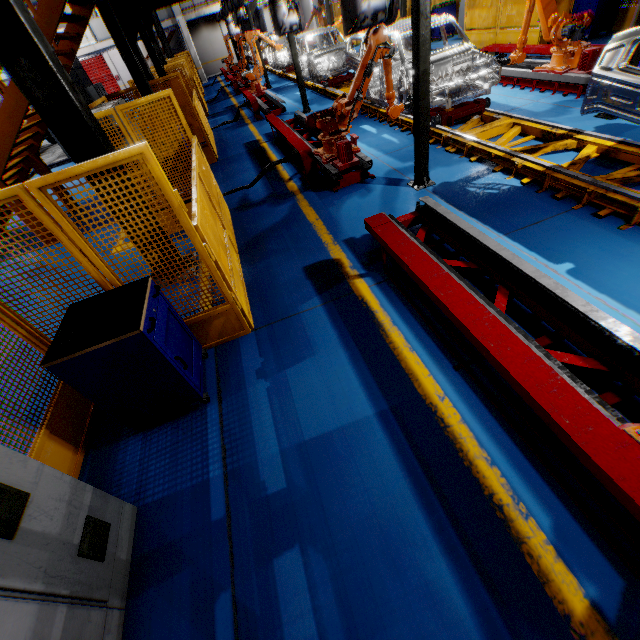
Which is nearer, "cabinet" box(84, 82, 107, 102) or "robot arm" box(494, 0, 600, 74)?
"robot arm" box(494, 0, 600, 74)

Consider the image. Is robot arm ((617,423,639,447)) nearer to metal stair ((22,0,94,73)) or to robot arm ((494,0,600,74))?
robot arm ((494,0,600,74))

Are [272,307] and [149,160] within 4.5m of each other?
yes

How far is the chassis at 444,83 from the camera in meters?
6.6

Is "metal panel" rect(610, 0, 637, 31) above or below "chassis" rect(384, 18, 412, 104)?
below

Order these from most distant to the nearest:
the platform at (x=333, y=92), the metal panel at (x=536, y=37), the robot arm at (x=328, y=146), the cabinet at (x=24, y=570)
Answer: the platform at (x=333, y=92) → the metal panel at (x=536, y=37) → the robot arm at (x=328, y=146) → the cabinet at (x=24, y=570)

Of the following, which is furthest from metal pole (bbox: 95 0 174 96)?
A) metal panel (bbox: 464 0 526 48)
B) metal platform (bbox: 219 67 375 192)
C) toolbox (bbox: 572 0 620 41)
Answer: toolbox (bbox: 572 0 620 41)

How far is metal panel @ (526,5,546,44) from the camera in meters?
10.1
